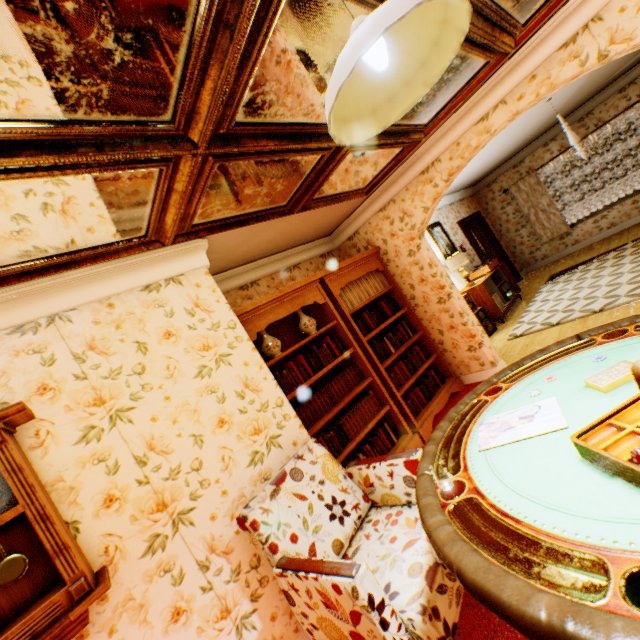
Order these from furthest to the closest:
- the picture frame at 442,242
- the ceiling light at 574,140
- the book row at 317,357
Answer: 1. the picture frame at 442,242
2. the ceiling light at 574,140
3. the book row at 317,357

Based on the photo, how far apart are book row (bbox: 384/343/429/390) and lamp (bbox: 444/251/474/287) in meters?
2.8 m

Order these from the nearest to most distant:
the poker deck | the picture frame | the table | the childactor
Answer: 1. the table
2. the poker deck
3. the picture frame
4. the childactor

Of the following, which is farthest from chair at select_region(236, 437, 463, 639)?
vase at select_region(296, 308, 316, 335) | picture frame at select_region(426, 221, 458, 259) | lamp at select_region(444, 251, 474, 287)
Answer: picture frame at select_region(426, 221, 458, 259)

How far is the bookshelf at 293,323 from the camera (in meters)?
3.49

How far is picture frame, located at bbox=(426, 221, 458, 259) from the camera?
7.5 meters

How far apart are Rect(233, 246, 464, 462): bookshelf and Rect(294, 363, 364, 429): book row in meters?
0.0

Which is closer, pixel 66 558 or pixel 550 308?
pixel 66 558
